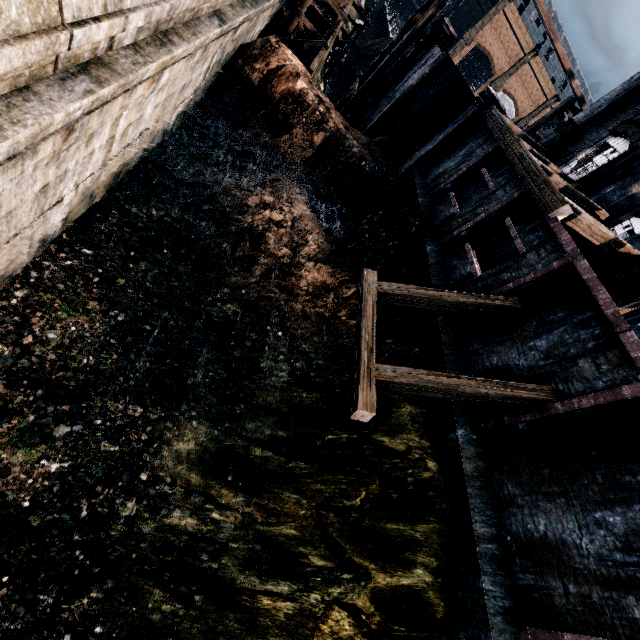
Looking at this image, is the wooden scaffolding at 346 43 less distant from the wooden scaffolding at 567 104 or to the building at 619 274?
the wooden scaffolding at 567 104

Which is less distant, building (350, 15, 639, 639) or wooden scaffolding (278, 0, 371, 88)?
building (350, 15, 639, 639)

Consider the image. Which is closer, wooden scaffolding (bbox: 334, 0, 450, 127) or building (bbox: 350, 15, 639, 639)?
building (bbox: 350, 15, 639, 639)

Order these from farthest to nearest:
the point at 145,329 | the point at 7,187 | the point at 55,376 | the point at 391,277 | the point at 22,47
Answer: the point at 391,277 < the point at 145,329 < the point at 55,376 < the point at 7,187 < the point at 22,47

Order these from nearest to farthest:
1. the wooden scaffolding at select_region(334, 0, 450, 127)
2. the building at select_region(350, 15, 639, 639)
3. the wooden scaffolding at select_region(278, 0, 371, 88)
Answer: the building at select_region(350, 15, 639, 639) → the wooden scaffolding at select_region(334, 0, 450, 127) → the wooden scaffolding at select_region(278, 0, 371, 88)

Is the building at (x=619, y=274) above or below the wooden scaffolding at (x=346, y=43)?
above

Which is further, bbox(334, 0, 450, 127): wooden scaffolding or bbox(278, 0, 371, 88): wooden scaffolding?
A: bbox(278, 0, 371, 88): wooden scaffolding
